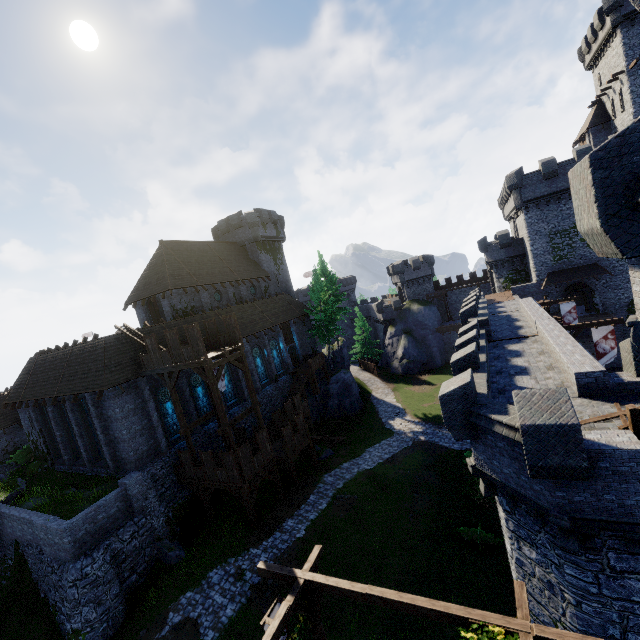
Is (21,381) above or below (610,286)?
above

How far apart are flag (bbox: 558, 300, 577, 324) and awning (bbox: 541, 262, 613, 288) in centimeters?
866cm

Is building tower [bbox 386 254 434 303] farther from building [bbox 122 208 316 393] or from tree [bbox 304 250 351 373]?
building [bbox 122 208 316 393]

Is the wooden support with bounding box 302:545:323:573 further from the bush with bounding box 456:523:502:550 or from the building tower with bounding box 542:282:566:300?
the building tower with bounding box 542:282:566:300

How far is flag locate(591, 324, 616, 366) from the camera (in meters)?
19.78

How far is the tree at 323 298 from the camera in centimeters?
3988cm

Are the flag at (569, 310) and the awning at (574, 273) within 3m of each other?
no

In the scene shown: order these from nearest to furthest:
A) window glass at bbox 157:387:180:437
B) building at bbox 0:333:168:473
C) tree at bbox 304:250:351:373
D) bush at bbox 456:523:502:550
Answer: bush at bbox 456:523:502:550
building at bbox 0:333:168:473
window glass at bbox 157:387:180:437
tree at bbox 304:250:351:373
